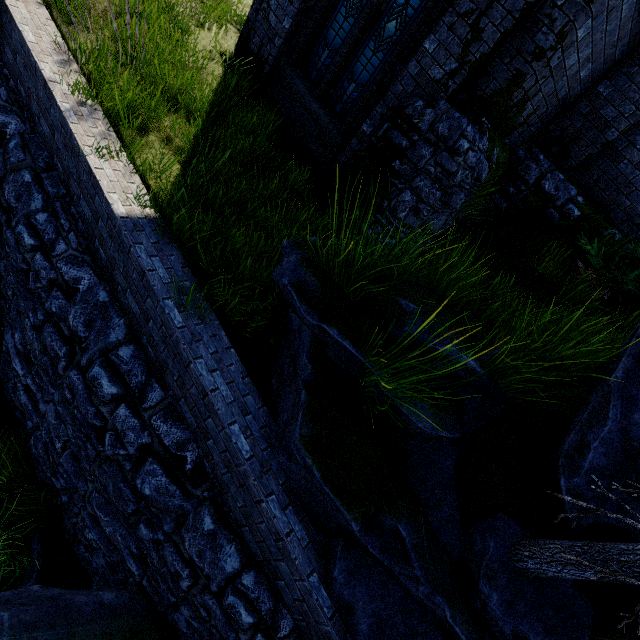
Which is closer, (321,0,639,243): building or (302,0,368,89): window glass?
(321,0,639,243): building

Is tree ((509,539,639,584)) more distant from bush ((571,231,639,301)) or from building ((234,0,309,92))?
building ((234,0,309,92))

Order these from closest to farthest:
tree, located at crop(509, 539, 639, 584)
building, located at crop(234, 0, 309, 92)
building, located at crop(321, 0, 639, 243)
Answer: tree, located at crop(509, 539, 639, 584) < building, located at crop(321, 0, 639, 243) < building, located at crop(234, 0, 309, 92)

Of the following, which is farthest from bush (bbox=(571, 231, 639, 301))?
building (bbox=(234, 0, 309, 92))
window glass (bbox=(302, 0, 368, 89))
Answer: window glass (bbox=(302, 0, 368, 89))

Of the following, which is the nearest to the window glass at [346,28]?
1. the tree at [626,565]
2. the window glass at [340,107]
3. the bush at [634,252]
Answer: the window glass at [340,107]

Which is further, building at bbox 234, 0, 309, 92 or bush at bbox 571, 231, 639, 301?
building at bbox 234, 0, 309, 92

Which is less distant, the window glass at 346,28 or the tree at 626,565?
the tree at 626,565

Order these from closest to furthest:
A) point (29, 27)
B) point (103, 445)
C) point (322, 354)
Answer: point (322, 354) → point (103, 445) → point (29, 27)
